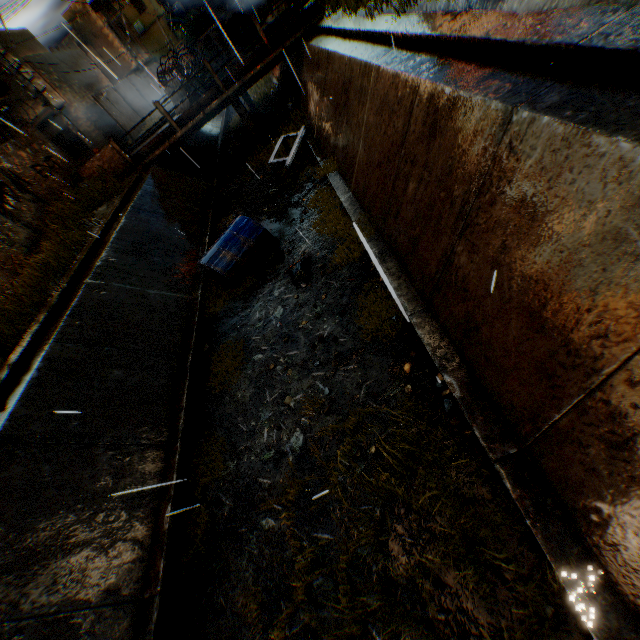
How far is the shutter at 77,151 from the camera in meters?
21.2 m

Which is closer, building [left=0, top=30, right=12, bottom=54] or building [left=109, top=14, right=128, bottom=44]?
building [left=0, top=30, right=12, bottom=54]

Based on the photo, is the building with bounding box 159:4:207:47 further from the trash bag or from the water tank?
the trash bag

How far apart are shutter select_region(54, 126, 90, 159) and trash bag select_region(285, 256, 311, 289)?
22.9m

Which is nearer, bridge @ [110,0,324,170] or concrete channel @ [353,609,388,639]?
concrete channel @ [353,609,388,639]

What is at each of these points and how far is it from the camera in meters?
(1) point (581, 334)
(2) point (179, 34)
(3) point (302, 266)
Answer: (1) concrete channel, 2.5
(2) building, 38.8
(3) trash bag, 7.5

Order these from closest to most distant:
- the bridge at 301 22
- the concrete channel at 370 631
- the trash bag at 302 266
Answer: the concrete channel at 370 631 < the trash bag at 302 266 < the bridge at 301 22

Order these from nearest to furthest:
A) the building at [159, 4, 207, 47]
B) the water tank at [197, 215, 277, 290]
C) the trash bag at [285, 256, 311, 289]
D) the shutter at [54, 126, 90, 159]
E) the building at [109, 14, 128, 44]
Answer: the trash bag at [285, 256, 311, 289] → the water tank at [197, 215, 277, 290] → the shutter at [54, 126, 90, 159] → the building at [109, 14, 128, 44] → the building at [159, 4, 207, 47]
